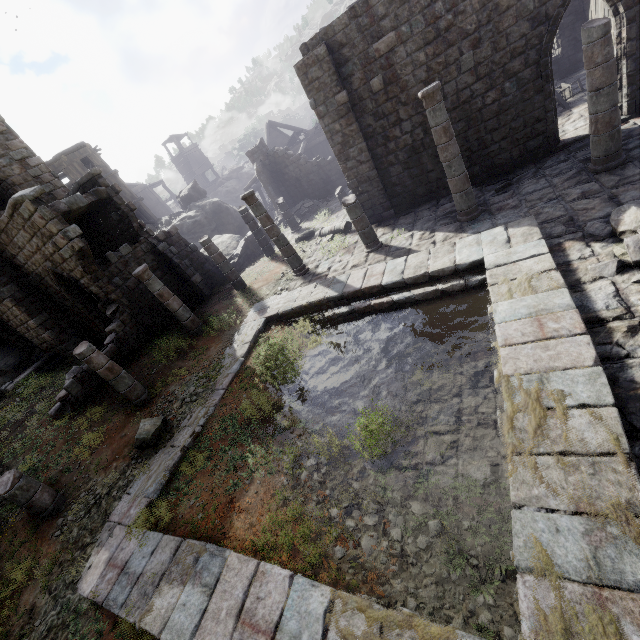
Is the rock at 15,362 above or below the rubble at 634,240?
above

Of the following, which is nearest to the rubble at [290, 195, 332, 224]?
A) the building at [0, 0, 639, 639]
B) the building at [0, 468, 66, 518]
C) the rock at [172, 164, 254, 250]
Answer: the building at [0, 0, 639, 639]

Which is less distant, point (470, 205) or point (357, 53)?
point (470, 205)

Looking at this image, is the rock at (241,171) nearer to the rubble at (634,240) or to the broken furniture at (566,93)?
the broken furniture at (566,93)

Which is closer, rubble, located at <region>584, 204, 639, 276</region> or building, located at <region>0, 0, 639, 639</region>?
building, located at <region>0, 0, 639, 639</region>

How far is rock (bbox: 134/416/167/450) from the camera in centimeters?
878cm

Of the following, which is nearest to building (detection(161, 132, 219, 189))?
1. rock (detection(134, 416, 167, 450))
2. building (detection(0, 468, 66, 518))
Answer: rock (detection(134, 416, 167, 450))

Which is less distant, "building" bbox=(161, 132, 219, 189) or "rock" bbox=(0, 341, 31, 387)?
"rock" bbox=(0, 341, 31, 387)
